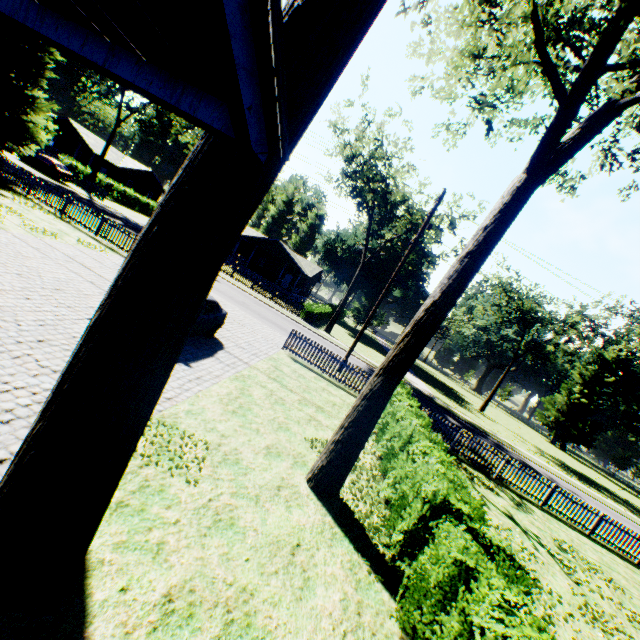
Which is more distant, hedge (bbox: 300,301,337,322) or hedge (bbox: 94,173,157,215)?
hedge (bbox: 94,173,157,215)

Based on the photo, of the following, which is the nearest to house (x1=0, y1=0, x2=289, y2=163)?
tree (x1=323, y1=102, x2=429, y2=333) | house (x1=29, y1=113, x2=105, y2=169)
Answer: tree (x1=323, y1=102, x2=429, y2=333)

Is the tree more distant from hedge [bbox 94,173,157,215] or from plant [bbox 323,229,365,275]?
hedge [bbox 94,173,157,215]

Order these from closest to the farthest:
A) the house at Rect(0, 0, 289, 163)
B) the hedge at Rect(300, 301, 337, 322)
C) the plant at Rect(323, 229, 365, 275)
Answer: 1. the house at Rect(0, 0, 289, 163)
2. the hedge at Rect(300, 301, 337, 322)
3. the plant at Rect(323, 229, 365, 275)

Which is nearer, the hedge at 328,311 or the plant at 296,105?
the plant at 296,105

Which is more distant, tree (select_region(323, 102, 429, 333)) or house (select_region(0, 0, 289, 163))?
tree (select_region(323, 102, 429, 333))

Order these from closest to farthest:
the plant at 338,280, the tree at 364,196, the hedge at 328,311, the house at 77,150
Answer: the tree at 364,196 < the hedge at 328,311 < the house at 77,150 < the plant at 338,280

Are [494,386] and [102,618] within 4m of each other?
no
